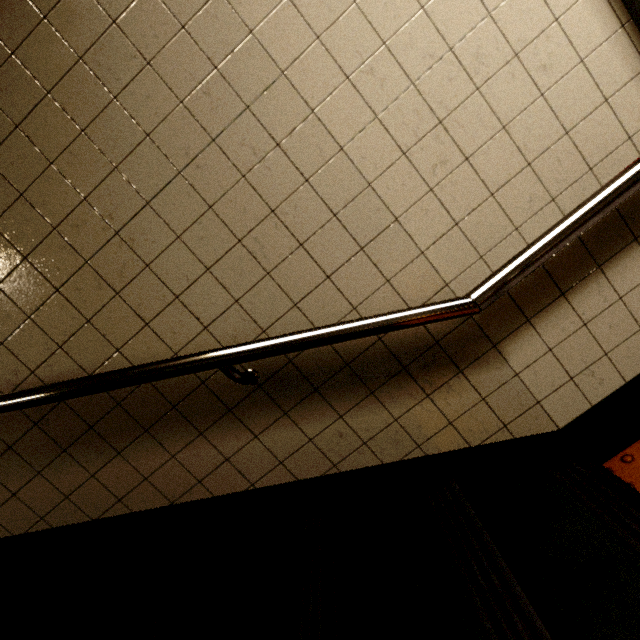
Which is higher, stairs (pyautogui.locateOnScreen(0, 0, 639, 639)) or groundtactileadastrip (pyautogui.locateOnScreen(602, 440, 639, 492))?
stairs (pyautogui.locateOnScreen(0, 0, 639, 639))

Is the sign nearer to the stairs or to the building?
the building

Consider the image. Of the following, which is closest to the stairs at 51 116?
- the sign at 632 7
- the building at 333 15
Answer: the building at 333 15

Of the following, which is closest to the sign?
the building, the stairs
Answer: the building

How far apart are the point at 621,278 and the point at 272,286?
1.2m

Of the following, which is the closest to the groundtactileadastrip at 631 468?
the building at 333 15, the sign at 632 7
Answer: the building at 333 15

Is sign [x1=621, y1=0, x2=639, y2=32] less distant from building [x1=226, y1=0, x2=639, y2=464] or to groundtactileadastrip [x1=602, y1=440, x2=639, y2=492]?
building [x1=226, y1=0, x2=639, y2=464]
